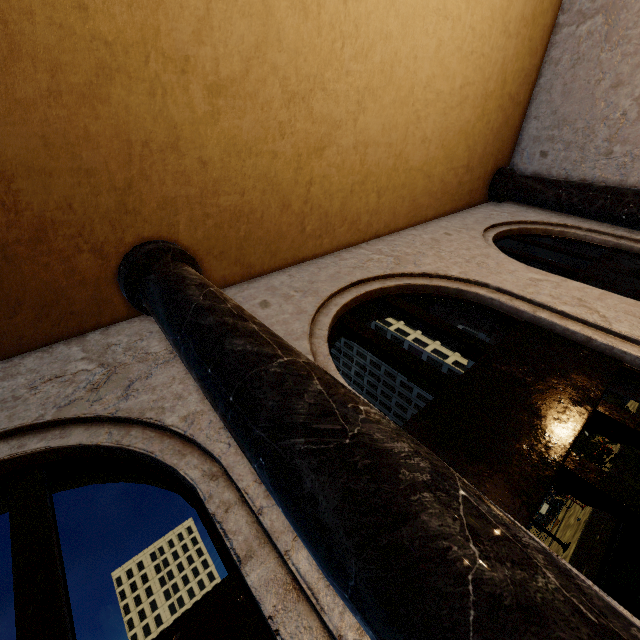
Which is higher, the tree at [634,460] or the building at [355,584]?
the building at [355,584]

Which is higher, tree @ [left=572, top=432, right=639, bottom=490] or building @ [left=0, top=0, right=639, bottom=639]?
building @ [left=0, top=0, right=639, bottom=639]

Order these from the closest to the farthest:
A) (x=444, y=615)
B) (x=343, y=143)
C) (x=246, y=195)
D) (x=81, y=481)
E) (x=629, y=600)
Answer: (x=444, y=615), (x=81, y=481), (x=246, y=195), (x=343, y=143), (x=629, y=600)

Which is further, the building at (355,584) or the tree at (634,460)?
the tree at (634,460)

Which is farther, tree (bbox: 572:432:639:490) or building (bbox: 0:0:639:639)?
tree (bbox: 572:432:639:490)
